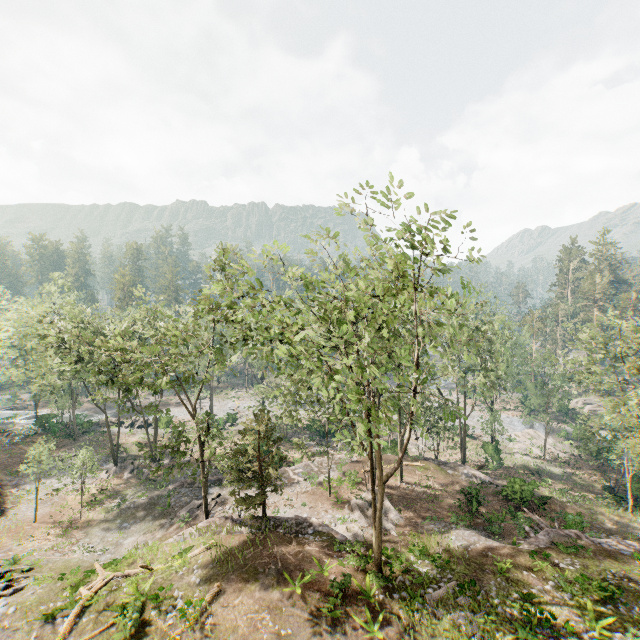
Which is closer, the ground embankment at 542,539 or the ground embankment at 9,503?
the ground embankment at 542,539

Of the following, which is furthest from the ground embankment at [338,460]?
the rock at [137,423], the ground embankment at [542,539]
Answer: the ground embankment at [542,539]

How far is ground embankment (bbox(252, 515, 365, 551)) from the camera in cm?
2071

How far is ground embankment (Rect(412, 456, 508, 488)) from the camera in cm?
3117

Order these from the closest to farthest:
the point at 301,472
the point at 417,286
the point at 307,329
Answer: the point at 417,286, the point at 307,329, the point at 301,472

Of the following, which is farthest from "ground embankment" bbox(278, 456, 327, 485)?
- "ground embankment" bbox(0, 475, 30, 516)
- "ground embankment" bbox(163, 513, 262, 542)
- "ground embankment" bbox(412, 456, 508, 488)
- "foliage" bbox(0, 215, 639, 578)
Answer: "ground embankment" bbox(163, 513, 262, 542)

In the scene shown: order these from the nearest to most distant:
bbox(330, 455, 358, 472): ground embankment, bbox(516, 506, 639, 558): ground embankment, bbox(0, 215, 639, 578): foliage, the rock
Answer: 1. bbox(0, 215, 639, 578): foliage
2. bbox(516, 506, 639, 558): ground embankment
3. bbox(330, 455, 358, 472): ground embankment
4. the rock
